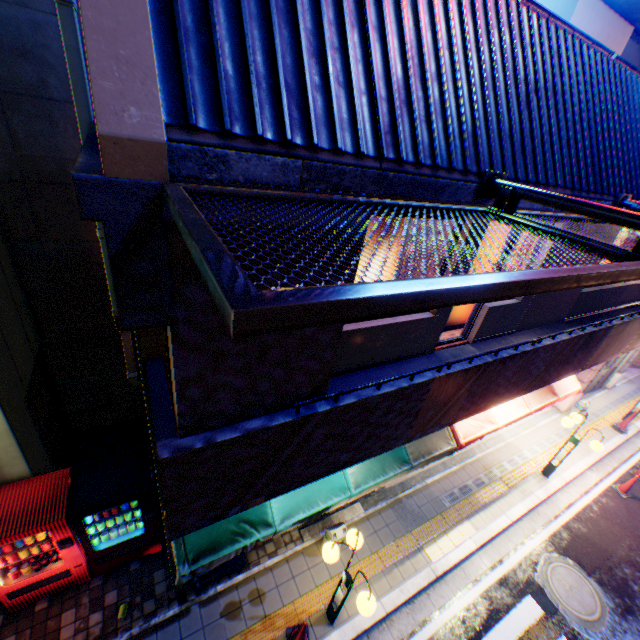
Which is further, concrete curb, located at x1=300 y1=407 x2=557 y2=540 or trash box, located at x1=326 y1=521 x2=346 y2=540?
concrete curb, located at x1=300 y1=407 x2=557 y2=540

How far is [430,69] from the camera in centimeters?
230cm

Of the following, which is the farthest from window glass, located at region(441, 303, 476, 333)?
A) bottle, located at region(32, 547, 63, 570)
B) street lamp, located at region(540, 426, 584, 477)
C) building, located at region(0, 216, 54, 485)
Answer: bottle, located at region(32, 547, 63, 570)

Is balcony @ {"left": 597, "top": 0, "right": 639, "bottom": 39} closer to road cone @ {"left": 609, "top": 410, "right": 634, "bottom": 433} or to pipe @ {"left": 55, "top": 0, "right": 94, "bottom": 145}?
pipe @ {"left": 55, "top": 0, "right": 94, "bottom": 145}

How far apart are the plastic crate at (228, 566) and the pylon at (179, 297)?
3.65m

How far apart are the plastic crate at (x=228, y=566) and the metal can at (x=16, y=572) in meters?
2.3 m

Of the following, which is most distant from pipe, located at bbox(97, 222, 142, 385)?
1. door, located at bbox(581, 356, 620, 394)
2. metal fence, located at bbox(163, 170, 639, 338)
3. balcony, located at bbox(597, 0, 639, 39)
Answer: door, located at bbox(581, 356, 620, 394)

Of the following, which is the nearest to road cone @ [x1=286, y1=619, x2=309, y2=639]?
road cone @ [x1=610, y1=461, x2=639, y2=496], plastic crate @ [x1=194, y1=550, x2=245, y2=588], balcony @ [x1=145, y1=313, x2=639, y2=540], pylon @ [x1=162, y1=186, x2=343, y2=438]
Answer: plastic crate @ [x1=194, y1=550, x2=245, y2=588]
